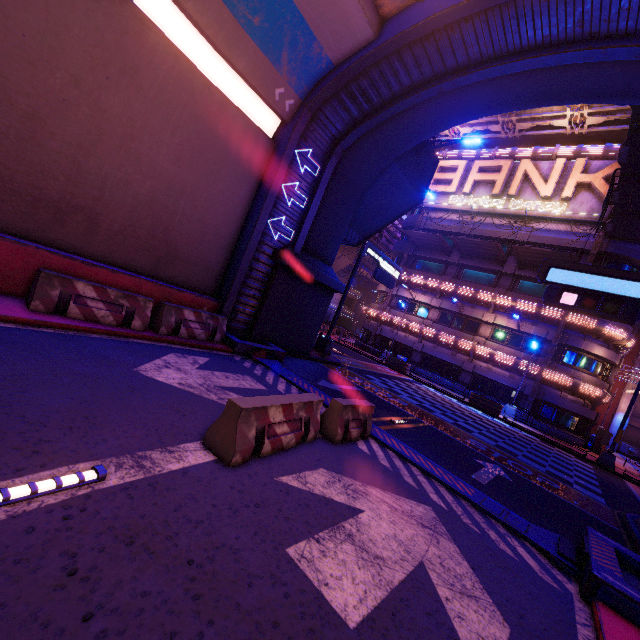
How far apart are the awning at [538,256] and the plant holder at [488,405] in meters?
11.5

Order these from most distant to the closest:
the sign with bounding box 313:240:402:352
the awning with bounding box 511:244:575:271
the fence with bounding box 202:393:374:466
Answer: the awning with bounding box 511:244:575:271
the sign with bounding box 313:240:402:352
the fence with bounding box 202:393:374:466

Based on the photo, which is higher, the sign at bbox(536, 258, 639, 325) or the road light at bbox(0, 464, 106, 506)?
the sign at bbox(536, 258, 639, 325)

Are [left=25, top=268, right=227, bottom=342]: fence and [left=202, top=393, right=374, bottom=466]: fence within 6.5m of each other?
yes

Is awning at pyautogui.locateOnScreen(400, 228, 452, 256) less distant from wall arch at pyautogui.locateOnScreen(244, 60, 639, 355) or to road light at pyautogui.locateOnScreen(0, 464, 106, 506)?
wall arch at pyautogui.locateOnScreen(244, 60, 639, 355)

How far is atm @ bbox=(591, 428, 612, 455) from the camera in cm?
2427

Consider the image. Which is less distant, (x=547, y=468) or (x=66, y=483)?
(x=66, y=483)

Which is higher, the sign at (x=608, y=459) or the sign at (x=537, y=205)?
the sign at (x=537, y=205)
